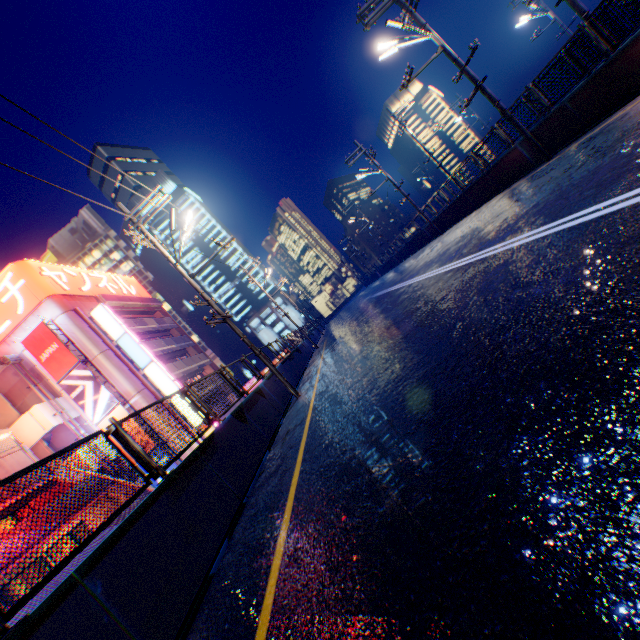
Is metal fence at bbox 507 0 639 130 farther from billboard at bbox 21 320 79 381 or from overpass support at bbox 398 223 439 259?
billboard at bbox 21 320 79 381

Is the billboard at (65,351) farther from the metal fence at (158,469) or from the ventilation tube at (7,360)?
the metal fence at (158,469)

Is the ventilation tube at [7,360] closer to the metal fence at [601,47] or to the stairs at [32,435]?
the stairs at [32,435]

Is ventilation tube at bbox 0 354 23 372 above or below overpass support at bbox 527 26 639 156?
above

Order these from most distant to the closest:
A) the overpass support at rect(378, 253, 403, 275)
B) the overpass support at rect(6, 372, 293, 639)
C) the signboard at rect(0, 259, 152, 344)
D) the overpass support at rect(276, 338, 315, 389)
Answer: the overpass support at rect(378, 253, 403, 275)
the signboard at rect(0, 259, 152, 344)
the overpass support at rect(276, 338, 315, 389)
the overpass support at rect(6, 372, 293, 639)

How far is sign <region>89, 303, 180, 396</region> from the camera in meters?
27.9 m

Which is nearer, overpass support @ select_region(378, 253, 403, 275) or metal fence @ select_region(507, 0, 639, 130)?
metal fence @ select_region(507, 0, 639, 130)

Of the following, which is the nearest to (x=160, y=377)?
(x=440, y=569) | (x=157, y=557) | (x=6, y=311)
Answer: (x=6, y=311)
